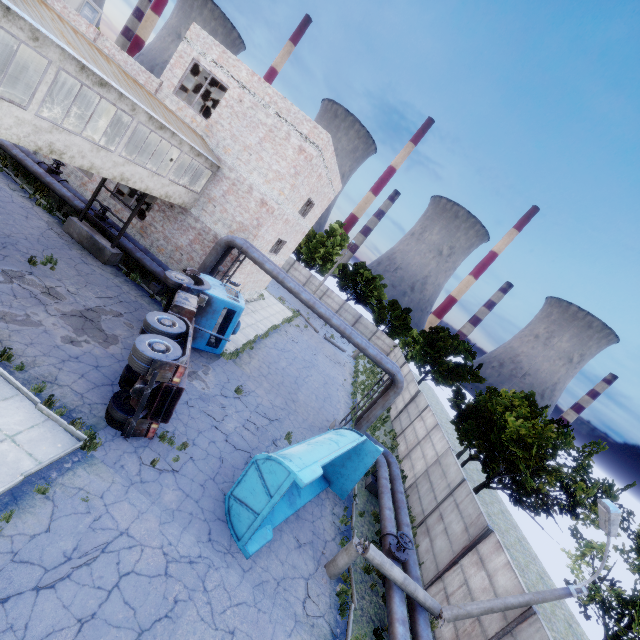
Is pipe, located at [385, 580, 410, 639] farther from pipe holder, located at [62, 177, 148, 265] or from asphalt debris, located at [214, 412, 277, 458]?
pipe holder, located at [62, 177, 148, 265]

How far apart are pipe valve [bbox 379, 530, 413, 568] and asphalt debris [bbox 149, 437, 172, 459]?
7.3m

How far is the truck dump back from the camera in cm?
862

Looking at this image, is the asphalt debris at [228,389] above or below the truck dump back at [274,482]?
below

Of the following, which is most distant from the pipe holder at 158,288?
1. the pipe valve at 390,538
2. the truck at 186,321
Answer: the pipe valve at 390,538

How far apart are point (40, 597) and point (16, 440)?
3.4m

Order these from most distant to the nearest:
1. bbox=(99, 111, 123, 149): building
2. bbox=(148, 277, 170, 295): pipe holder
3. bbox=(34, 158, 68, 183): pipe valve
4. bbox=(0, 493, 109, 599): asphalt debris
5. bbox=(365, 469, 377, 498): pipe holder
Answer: bbox=(34, 158, 68, 183): pipe valve
bbox=(148, 277, 170, 295): pipe holder
bbox=(365, 469, 377, 498): pipe holder
bbox=(99, 111, 123, 149): building
bbox=(0, 493, 109, 599): asphalt debris

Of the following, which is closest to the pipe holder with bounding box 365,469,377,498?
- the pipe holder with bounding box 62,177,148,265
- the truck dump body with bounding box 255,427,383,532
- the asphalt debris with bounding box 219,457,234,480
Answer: the truck dump body with bounding box 255,427,383,532
